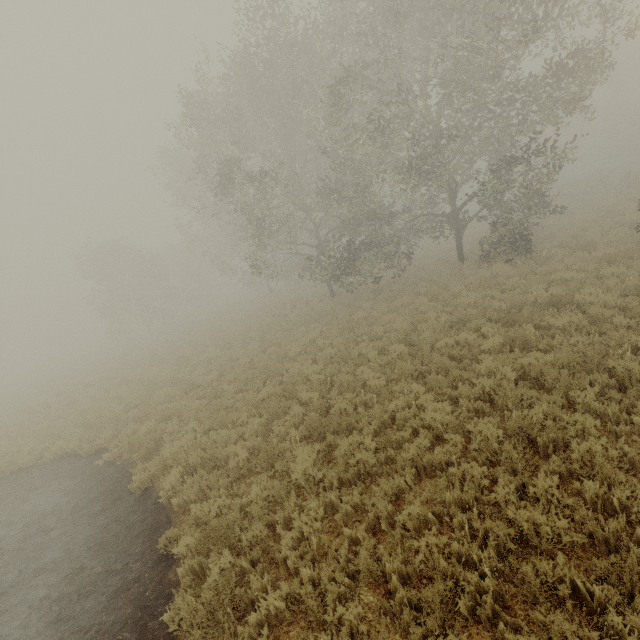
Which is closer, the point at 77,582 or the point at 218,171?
the point at 77,582
